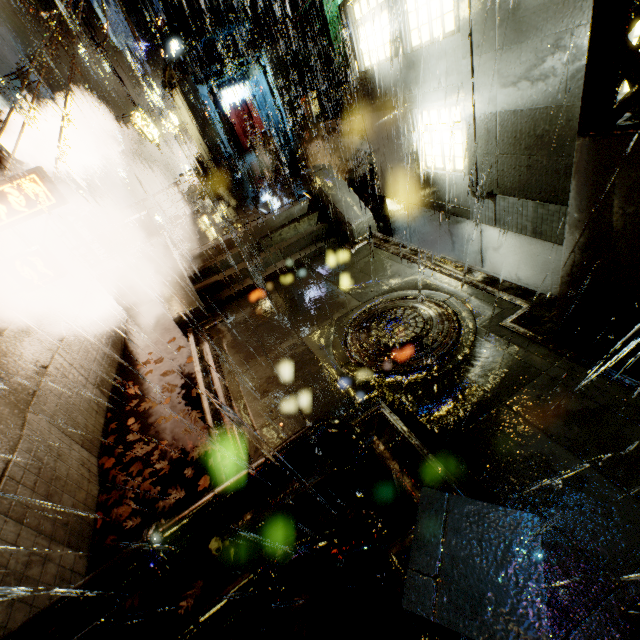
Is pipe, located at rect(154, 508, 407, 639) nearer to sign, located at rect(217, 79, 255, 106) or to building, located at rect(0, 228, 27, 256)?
building, located at rect(0, 228, 27, 256)

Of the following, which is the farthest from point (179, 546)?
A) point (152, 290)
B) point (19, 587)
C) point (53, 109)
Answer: point (53, 109)

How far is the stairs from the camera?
10.63m

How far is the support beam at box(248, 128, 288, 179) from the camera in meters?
15.8

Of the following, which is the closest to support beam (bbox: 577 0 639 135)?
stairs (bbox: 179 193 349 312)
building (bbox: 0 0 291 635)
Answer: building (bbox: 0 0 291 635)

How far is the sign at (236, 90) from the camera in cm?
2548

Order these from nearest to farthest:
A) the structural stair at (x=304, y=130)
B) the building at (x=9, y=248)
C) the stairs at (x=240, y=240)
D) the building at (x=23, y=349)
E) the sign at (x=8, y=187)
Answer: the building at (x=23, y=349) < the sign at (x=8, y=187) < the building at (x=9, y=248) < the stairs at (x=240, y=240) < the structural stair at (x=304, y=130)

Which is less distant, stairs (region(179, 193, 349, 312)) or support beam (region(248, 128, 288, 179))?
stairs (region(179, 193, 349, 312))
